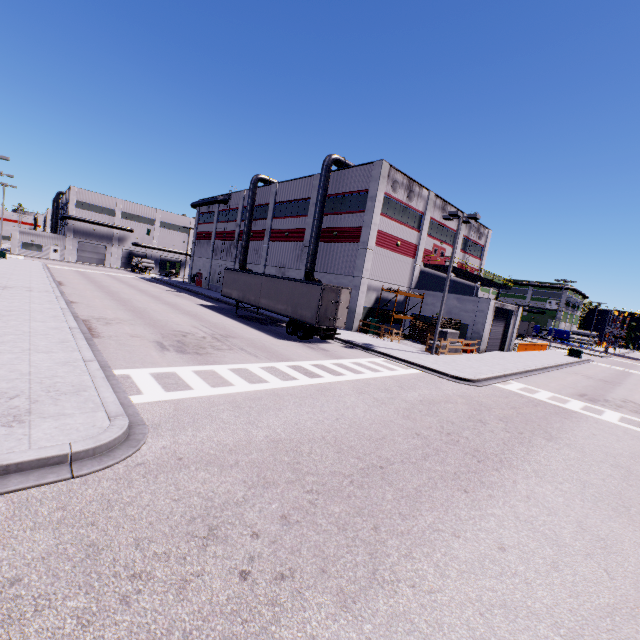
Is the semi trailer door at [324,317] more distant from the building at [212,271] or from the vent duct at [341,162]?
the vent duct at [341,162]

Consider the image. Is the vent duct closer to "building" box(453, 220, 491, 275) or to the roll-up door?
"building" box(453, 220, 491, 275)

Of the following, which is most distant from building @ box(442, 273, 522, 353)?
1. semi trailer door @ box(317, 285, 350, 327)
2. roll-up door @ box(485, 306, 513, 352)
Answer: semi trailer door @ box(317, 285, 350, 327)

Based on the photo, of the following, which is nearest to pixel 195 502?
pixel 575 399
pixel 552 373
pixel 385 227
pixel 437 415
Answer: pixel 437 415

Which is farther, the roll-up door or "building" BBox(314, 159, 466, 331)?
the roll-up door

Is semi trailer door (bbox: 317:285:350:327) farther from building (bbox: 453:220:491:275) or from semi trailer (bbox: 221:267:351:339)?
building (bbox: 453:220:491:275)
